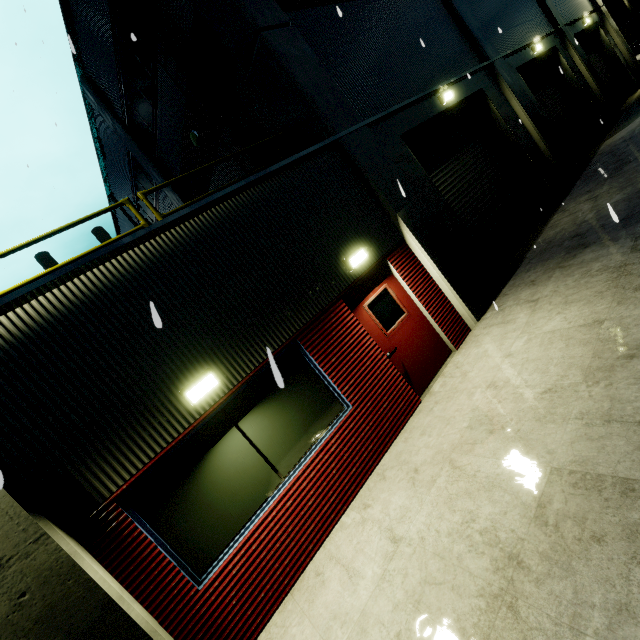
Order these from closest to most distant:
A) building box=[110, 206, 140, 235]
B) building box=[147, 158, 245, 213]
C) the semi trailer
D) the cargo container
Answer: building box=[147, 158, 245, 213] → building box=[110, 206, 140, 235] → the semi trailer → the cargo container

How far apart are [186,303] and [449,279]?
5.3m

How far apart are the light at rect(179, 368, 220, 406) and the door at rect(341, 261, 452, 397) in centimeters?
254cm

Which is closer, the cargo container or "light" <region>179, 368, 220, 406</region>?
"light" <region>179, 368, 220, 406</region>

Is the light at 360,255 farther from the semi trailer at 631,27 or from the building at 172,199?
the semi trailer at 631,27

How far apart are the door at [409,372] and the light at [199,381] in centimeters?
254cm

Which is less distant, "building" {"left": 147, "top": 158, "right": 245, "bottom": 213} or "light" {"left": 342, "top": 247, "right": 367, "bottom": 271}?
"light" {"left": 342, "top": 247, "right": 367, "bottom": 271}

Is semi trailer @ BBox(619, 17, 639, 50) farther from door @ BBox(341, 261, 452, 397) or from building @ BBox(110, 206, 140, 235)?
door @ BBox(341, 261, 452, 397)
